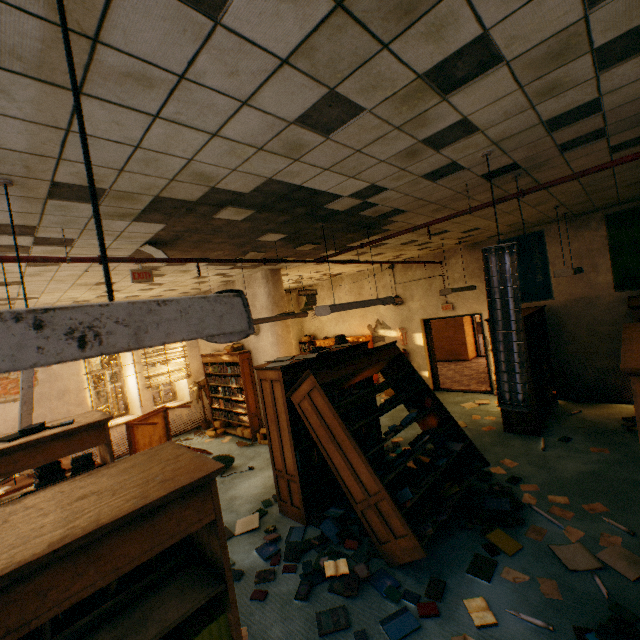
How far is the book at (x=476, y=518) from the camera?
3.5m

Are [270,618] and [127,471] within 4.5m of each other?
yes

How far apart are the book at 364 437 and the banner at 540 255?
4.4 meters

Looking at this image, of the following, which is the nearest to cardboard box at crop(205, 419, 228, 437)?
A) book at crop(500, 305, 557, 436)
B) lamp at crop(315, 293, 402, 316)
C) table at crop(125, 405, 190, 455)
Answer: table at crop(125, 405, 190, 455)

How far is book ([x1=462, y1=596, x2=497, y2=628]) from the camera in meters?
2.7 m

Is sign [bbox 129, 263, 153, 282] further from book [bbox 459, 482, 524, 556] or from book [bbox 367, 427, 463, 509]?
book [bbox 459, 482, 524, 556]

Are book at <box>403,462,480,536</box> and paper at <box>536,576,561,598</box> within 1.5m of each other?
yes

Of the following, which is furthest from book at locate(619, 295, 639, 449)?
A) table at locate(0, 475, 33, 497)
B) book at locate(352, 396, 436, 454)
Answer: table at locate(0, 475, 33, 497)
